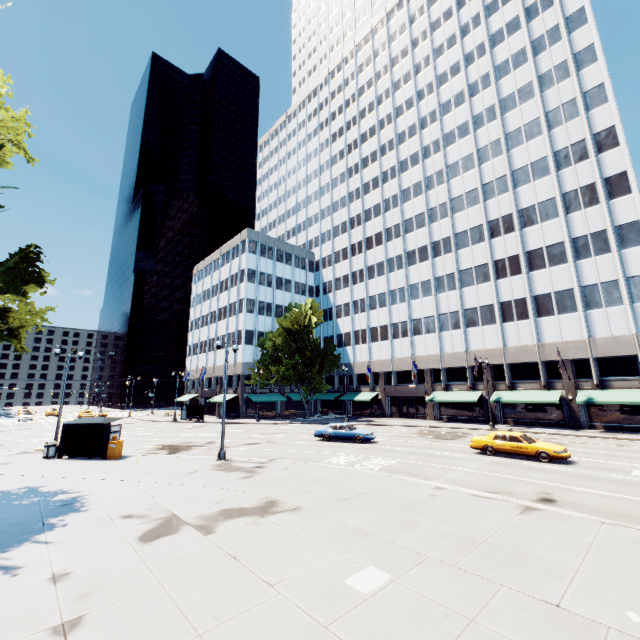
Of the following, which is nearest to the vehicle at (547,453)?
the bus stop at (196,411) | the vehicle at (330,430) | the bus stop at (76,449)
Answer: the vehicle at (330,430)

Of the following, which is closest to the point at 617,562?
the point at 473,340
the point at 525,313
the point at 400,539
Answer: the point at 400,539

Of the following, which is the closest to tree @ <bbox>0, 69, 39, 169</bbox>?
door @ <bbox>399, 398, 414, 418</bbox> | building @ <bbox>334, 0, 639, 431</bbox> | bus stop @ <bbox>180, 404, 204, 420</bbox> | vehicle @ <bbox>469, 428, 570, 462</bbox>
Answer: building @ <bbox>334, 0, 639, 431</bbox>

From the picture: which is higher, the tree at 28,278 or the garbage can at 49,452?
the tree at 28,278

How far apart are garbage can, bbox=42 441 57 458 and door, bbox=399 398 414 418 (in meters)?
40.41

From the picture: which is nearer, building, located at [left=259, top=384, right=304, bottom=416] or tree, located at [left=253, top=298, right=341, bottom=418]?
tree, located at [left=253, top=298, right=341, bottom=418]

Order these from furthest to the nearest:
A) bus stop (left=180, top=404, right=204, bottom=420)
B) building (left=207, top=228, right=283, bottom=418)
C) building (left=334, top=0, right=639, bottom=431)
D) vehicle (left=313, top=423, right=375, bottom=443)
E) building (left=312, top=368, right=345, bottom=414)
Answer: building (left=312, top=368, right=345, bottom=414) < building (left=207, top=228, right=283, bottom=418) < bus stop (left=180, top=404, right=204, bottom=420) < building (left=334, top=0, right=639, bottom=431) < vehicle (left=313, top=423, right=375, bottom=443)

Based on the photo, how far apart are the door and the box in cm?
3732
